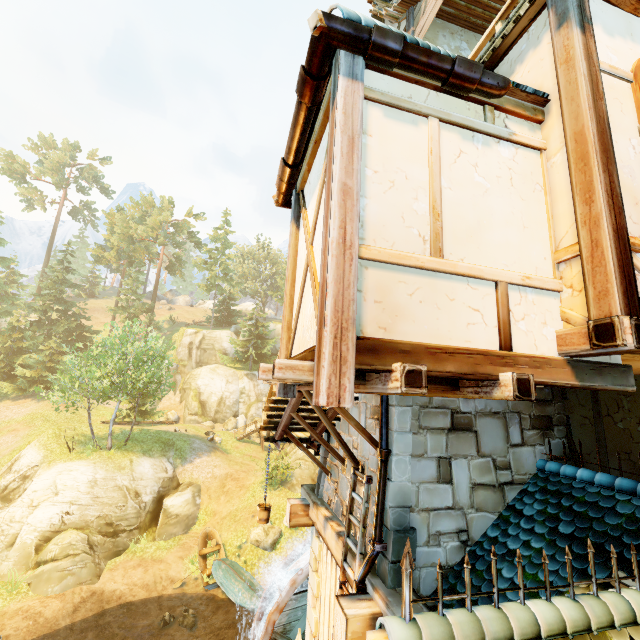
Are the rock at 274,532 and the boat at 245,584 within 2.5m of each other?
yes

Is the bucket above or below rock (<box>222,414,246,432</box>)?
above

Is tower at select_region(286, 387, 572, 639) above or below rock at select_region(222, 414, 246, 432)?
above

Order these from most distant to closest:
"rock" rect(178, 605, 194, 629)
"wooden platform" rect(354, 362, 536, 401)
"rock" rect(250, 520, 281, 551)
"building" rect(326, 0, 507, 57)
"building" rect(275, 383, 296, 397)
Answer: "rock" rect(250, 520, 281, 551), "rock" rect(178, 605, 194, 629), "building" rect(275, 383, 296, 397), "building" rect(326, 0, 507, 57), "wooden platform" rect(354, 362, 536, 401)

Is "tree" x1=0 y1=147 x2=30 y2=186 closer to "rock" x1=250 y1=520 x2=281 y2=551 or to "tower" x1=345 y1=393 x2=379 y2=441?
"rock" x1=250 y1=520 x2=281 y2=551

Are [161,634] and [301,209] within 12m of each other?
no

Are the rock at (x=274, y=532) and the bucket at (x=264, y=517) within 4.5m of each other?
no

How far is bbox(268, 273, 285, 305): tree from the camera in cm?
5699
